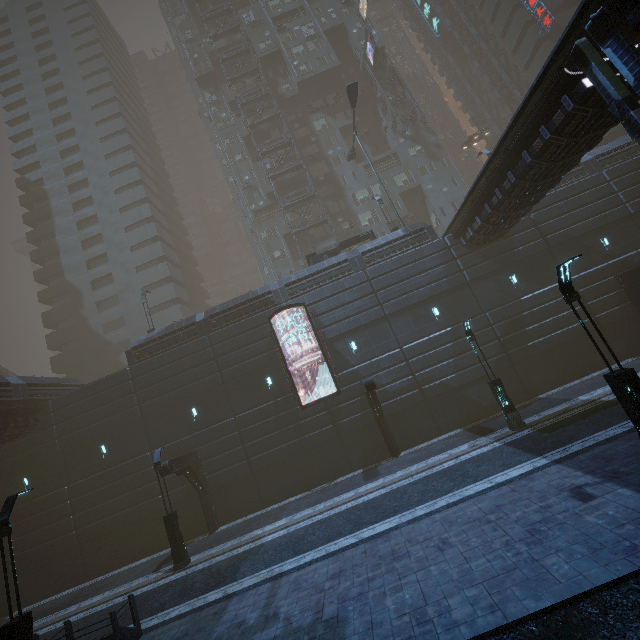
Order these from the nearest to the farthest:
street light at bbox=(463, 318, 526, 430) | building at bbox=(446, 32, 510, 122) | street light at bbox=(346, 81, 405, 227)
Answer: street light at bbox=(463, 318, 526, 430), street light at bbox=(346, 81, 405, 227), building at bbox=(446, 32, 510, 122)

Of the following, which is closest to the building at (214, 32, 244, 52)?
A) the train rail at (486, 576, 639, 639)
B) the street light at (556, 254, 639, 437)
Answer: the train rail at (486, 576, 639, 639)

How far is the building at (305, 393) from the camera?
21.11m

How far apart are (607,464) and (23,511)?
31.5 meters

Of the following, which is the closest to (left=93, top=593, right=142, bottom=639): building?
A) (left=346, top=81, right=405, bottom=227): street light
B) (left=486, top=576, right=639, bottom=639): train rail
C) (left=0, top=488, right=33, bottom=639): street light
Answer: (left=486, top=576, right=639, bottom=639): train rail

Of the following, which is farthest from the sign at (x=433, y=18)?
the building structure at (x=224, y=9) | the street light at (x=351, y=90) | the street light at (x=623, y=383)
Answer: the street light at (x=623, y=383)

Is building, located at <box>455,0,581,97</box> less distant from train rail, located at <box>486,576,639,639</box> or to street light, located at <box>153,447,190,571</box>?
train rail, located at <box>486,576,639,639</box>

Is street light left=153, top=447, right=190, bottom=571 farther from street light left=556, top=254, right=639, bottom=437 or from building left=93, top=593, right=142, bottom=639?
street light left=556, top=254, right=639, bottom=437
